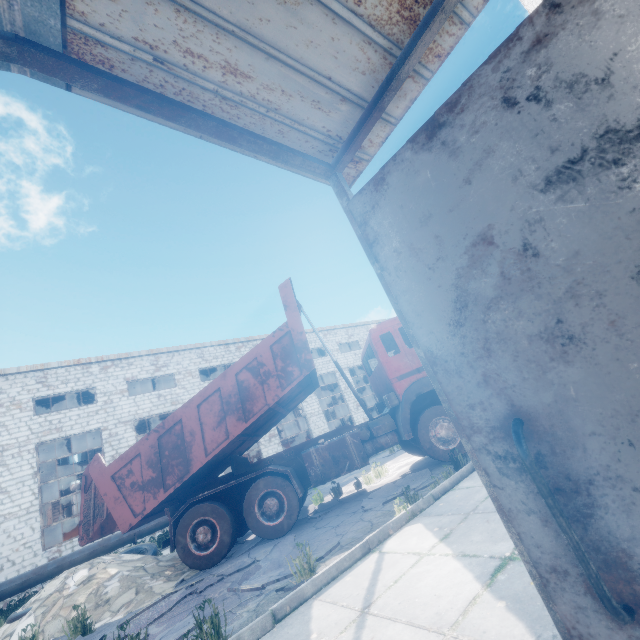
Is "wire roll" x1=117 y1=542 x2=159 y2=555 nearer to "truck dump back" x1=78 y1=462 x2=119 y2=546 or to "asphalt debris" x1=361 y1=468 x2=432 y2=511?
"truck dump back" x1=78 y1=462 x2=119 y2=546

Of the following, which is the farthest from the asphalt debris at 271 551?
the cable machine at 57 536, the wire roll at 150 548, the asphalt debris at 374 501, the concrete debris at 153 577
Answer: the cable machine at 57 536

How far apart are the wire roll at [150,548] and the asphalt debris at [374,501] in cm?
643

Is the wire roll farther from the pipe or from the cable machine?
the cable machine

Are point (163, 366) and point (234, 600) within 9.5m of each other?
no

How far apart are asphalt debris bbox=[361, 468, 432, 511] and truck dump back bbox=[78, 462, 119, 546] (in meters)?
6.10

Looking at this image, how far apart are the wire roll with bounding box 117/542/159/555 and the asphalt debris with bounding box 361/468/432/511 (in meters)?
6.43

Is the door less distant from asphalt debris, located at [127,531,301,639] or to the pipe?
asphalt debris, located at [127,531,301,639]
